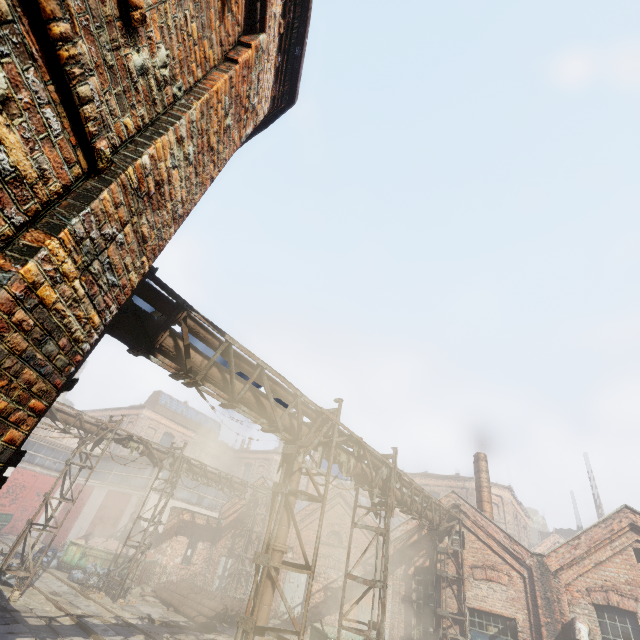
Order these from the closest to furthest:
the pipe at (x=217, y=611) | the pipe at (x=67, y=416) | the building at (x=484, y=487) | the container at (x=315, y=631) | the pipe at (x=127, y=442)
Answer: the pipe at (x=217, y=611) < the container at (x=315, y=631) < the pipe at (x=67, y=416) < the pipe at (x=127, y=442) < the building at (x=484, y=487)

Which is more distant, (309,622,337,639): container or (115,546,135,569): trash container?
(115,546,135,569): trash container

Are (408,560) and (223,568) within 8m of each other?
no

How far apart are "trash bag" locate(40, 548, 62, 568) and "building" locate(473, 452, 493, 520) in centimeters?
2364cm

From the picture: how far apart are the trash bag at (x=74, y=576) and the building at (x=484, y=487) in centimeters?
1951cm

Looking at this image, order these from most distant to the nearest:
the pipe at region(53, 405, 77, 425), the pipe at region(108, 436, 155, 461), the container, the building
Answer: the building → the pipe at region(108, 436, 155, 461) → the pipe at region(53, 405, 77, 425) → the container

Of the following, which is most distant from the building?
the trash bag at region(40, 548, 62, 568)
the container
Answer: the trash bag at region(40, 548, 62, 568)

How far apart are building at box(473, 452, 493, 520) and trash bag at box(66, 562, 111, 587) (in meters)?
19.51
